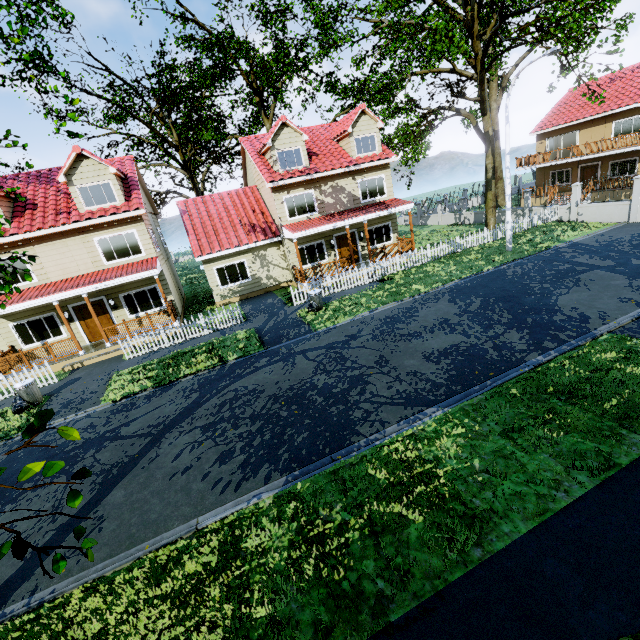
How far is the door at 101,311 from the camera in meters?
16.9 m

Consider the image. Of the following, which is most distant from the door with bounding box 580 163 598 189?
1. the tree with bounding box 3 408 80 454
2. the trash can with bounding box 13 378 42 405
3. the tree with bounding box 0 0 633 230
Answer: the tree with bounding box 3 408 80 454

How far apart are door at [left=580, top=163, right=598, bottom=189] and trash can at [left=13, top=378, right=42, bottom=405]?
41.46m

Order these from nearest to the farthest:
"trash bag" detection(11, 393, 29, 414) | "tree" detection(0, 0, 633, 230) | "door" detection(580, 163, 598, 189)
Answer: "trash bag" detection(11, 393, 29, 414) < "tree" detection(0, 0, 633, 230) < "door" detection(580, 163, 598, 189)

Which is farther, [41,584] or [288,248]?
[288,248]

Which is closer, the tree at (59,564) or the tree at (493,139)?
the tree at (59,564)

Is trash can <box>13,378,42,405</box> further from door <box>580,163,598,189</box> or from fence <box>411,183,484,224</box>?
door <box>580,163,598,189</box>

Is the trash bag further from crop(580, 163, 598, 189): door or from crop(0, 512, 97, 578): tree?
crop(580, 163, 598, 189): door
